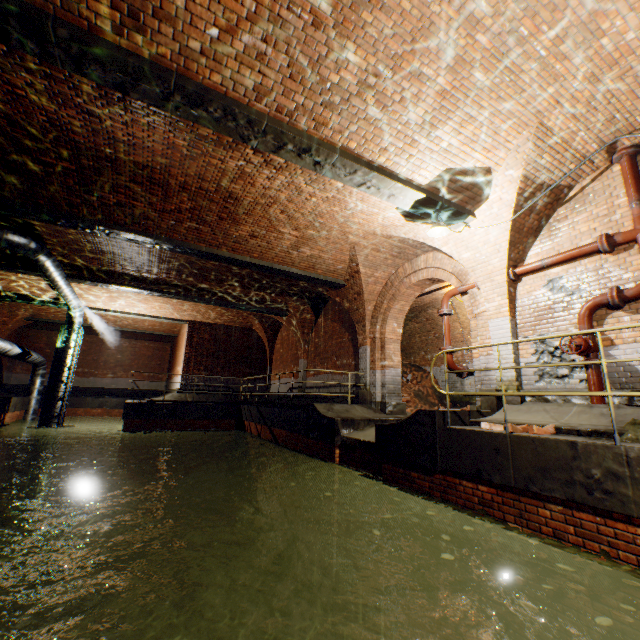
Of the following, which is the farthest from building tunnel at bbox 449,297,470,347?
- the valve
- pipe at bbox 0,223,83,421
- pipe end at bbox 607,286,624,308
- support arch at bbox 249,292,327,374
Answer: pipe at bbox 0,223,83,421

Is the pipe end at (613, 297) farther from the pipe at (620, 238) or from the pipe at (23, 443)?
the pipe at (23, 443)

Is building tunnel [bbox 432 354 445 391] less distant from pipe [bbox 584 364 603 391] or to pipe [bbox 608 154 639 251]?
pipe [bbox 584 364 603 391]

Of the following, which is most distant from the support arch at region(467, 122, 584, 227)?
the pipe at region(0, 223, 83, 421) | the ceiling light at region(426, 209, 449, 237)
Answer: the ceiling light at region(426, 209, 449, 237)

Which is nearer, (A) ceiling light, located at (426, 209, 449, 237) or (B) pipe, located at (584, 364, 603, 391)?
(B) pipe, located at (584, 364, 603, 391)

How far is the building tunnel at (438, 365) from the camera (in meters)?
14.58

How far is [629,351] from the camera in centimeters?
526cm

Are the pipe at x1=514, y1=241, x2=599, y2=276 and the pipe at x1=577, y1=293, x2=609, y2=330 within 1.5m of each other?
yes
